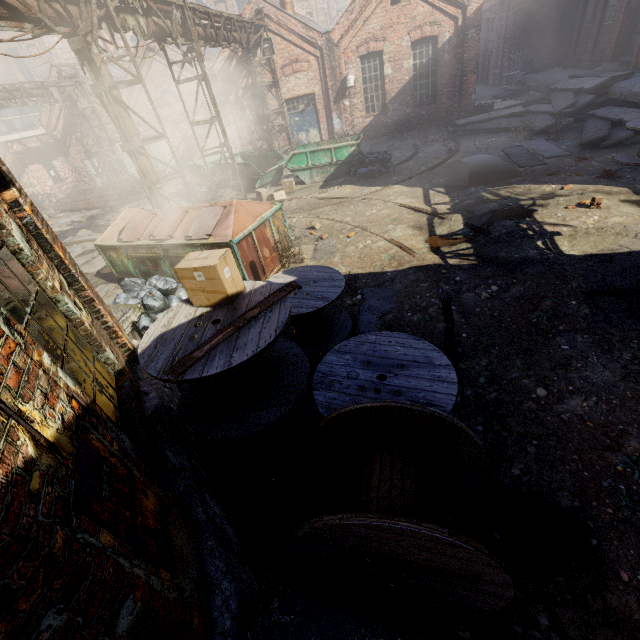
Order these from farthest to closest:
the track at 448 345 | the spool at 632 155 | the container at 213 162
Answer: the container at 213 162 → the spool at 632 155 → the track at 448 345

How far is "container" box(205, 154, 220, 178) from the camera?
16.0 meters

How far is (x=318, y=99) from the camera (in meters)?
18.42

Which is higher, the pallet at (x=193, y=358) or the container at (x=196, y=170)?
the pallet at (x=193, y=358)

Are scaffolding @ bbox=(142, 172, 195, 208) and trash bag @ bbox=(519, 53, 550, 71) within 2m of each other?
no

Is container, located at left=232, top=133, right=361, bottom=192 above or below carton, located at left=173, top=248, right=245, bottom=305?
below

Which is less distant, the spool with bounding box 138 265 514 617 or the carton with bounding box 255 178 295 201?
the spool with bounding box 138 265 514 617

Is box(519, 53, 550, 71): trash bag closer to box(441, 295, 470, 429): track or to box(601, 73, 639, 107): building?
box(601, 73, 639, 107): building
